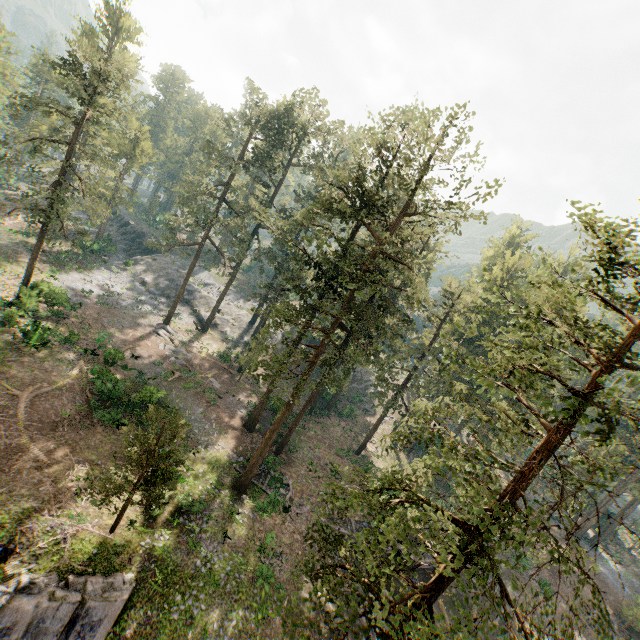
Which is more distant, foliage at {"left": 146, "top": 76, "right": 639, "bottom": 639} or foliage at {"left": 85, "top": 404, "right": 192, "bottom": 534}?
foliage at {"left": 85, "top": 404, "right": 192, "bottom": 534}

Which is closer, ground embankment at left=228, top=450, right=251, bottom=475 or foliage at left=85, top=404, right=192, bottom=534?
foliage at left=85, top=404, right=192, bottom=534

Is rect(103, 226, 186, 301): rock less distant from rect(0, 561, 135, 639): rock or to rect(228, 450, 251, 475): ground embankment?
rect(228, 450, 251, 475): ground embankment

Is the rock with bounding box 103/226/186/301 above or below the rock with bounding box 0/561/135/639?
above

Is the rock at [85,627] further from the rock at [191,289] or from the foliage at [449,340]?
the rock at [191,289]

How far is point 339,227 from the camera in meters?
46.7

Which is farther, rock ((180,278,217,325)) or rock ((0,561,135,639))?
rock ((180,278,217,325))

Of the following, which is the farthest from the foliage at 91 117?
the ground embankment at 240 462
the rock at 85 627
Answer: the ground embankment at 240 462
